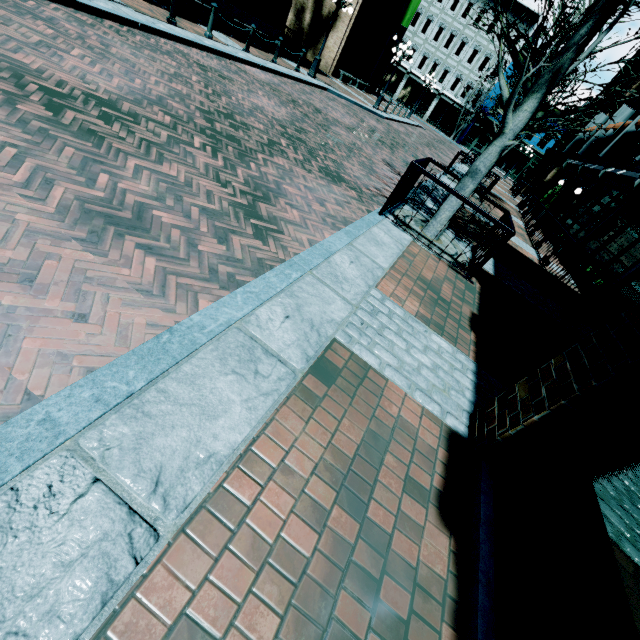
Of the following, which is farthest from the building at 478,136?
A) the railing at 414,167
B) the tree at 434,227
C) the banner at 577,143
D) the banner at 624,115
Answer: the railing at 414,167

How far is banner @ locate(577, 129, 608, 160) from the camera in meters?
19.2 m

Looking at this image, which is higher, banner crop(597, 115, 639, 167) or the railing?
banner crop(597, 115, 639, 167)

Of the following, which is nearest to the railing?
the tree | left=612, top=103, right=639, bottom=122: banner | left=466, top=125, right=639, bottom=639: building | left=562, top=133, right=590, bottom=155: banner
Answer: the tree

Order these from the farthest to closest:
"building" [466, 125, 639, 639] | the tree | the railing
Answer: the tree → the railing → "building" [466, 125, 639, 639]

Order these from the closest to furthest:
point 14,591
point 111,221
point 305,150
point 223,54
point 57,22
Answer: point 14,591
point 111,221
point 57,22
point 305,150
point 223,54

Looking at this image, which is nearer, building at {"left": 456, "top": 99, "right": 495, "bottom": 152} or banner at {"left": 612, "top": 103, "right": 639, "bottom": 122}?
banner at {"left": 612, "top": 103, "right": 639, "bottom": 122}

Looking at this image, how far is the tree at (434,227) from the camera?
6.00m
